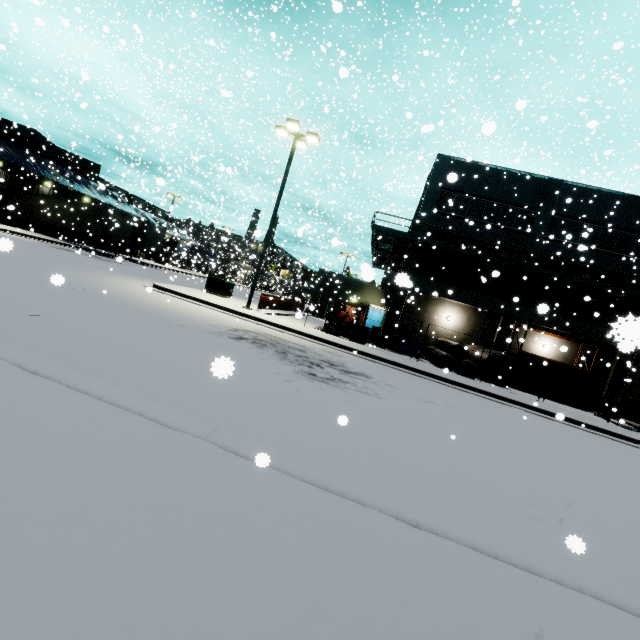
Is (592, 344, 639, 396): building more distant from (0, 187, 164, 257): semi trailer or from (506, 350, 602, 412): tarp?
(506, 350, 602, 412): tarp

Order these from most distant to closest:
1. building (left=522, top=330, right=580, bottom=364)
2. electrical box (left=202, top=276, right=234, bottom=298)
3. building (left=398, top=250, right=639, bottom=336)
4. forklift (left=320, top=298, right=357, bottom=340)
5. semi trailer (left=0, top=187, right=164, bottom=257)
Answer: semi trailer (left=0, top=187, right=164, bottom=257) → building (left=522, top=330, right=580, bottom=364) → electrical box (left=202, top=276, right=234, bottom=298) → forklift (left=320, top=298, right=357, bottom=340) → building (left=398, top=250, right=639, bottom=336)

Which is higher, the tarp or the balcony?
the balcony

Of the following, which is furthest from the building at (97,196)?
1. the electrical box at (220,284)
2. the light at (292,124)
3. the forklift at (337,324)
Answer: the forklift at (337,324)

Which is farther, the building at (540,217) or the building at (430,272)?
the building at (540,217)

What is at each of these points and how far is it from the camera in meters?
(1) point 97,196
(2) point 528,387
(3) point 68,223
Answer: (1) building, 38.4
(2) tarp, 15.7
(3) semi trailer, 29.6

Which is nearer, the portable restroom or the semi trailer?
the semi trailer

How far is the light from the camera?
16.74m
